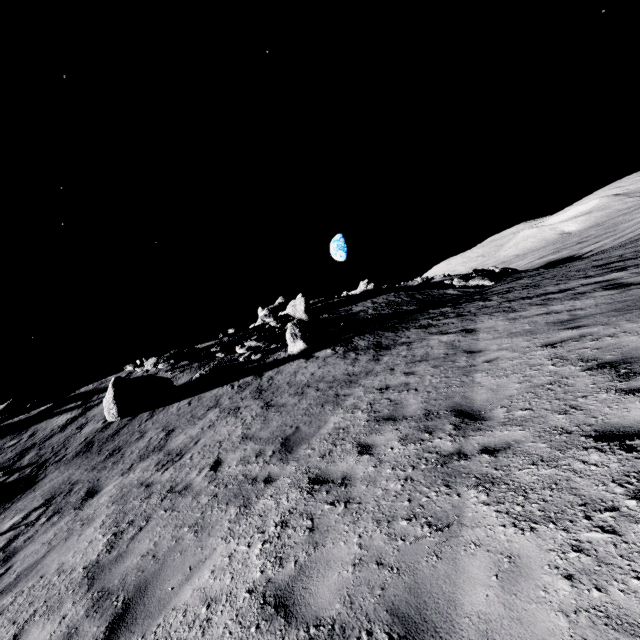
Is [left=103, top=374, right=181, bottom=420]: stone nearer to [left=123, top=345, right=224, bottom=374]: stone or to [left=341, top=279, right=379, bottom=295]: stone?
[left=123, top=345, right=224, bottom=374]: stone

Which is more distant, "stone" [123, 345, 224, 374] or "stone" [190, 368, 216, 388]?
"stone" [123, 345, 224, 374]

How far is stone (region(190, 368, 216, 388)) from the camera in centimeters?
1748cm

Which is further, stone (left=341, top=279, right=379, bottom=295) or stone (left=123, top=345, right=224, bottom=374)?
stone (left=341, top=279, right=379, bottom=295)

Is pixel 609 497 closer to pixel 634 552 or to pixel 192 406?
pixel 634 552

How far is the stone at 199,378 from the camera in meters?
17.5

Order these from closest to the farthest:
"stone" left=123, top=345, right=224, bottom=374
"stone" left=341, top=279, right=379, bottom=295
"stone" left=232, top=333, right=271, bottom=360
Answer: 1. "stone" left=232, top=333, right=271, bottom=360
2. "stone" left=123, top=345, right=224, bottom=374
3. "stone" left=341, top=279, right=379, bottom=295

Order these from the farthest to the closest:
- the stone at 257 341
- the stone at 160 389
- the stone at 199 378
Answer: the stone at 257 341 → the stone at 199 378 → the stone at 160 389
